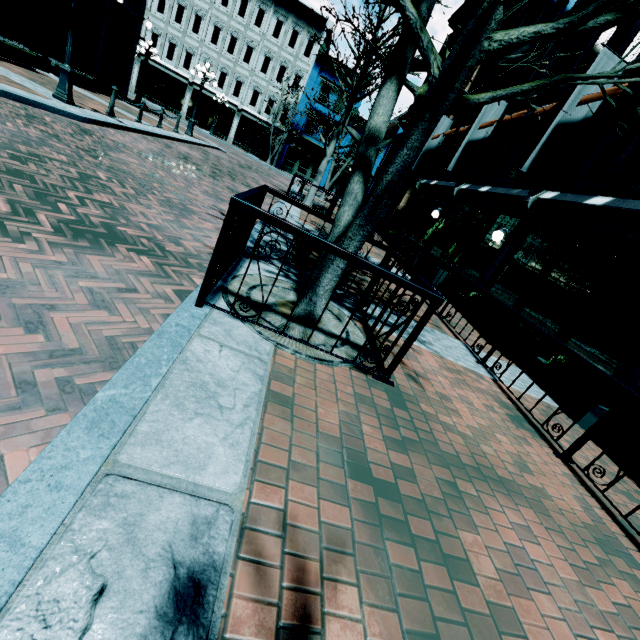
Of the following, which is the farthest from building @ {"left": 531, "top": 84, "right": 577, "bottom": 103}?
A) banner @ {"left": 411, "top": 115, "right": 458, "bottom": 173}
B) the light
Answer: the light

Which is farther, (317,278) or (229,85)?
(229,85)

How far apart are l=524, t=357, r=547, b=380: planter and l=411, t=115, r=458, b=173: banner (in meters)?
14.25

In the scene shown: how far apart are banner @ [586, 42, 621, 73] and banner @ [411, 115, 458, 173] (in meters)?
9.82

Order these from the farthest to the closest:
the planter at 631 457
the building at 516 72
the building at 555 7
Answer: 1. the building at 516 72
2. the building at 555 7
3. the planter at 631 457

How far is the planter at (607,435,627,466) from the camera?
4.5 meters

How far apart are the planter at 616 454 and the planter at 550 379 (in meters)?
0.60

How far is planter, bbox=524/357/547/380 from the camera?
6.12m
